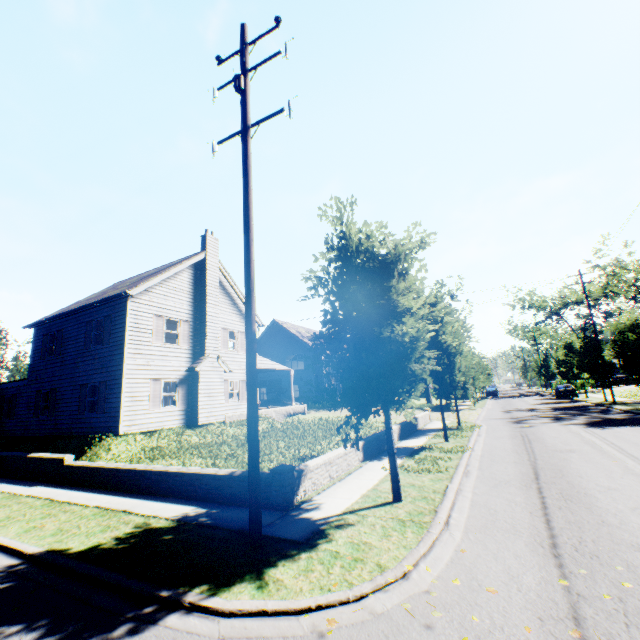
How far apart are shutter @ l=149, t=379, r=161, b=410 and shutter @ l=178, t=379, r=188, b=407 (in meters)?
Answer: 1.01

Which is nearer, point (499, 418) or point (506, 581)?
point (506, 581)

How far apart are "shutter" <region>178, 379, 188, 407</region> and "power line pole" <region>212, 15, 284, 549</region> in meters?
13.7

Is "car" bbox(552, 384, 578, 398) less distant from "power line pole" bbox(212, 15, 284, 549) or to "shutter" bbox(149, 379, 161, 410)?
"shutter" bbox(149, 379, 161, 410)

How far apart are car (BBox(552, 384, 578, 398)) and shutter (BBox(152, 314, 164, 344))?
42.6 meters

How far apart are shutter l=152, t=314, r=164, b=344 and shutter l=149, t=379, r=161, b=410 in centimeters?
180cm

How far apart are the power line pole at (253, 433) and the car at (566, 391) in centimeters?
4355cm

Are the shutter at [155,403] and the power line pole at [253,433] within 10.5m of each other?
no
